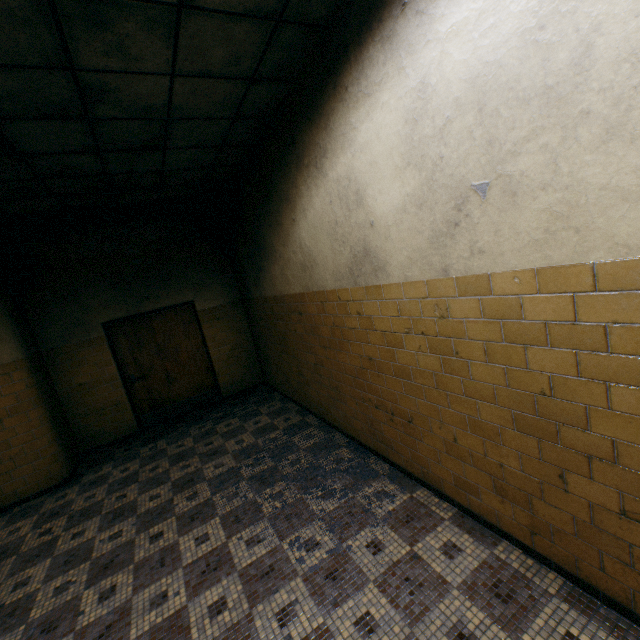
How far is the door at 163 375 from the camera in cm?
604

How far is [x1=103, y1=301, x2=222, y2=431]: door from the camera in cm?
604

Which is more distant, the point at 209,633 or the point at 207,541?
the point at 207,541
